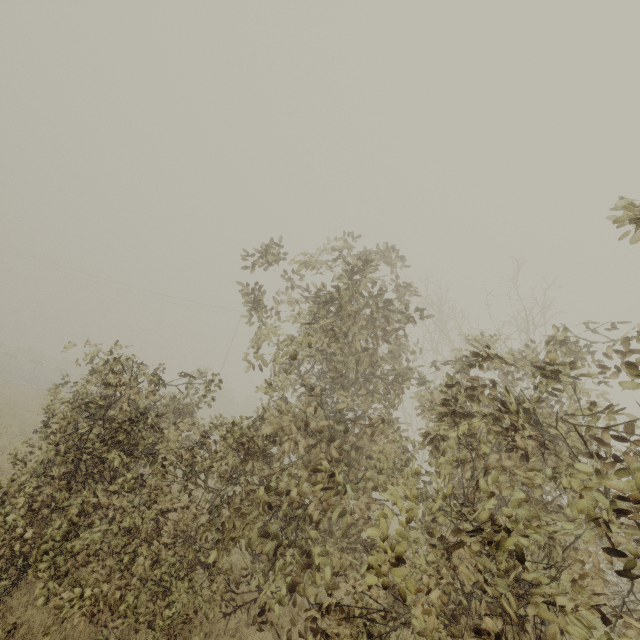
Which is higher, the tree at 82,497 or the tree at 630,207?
the tree at 630,207

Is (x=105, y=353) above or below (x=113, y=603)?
above

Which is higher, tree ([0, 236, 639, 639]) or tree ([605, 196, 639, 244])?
tree ([605, 196, 639, 244])
